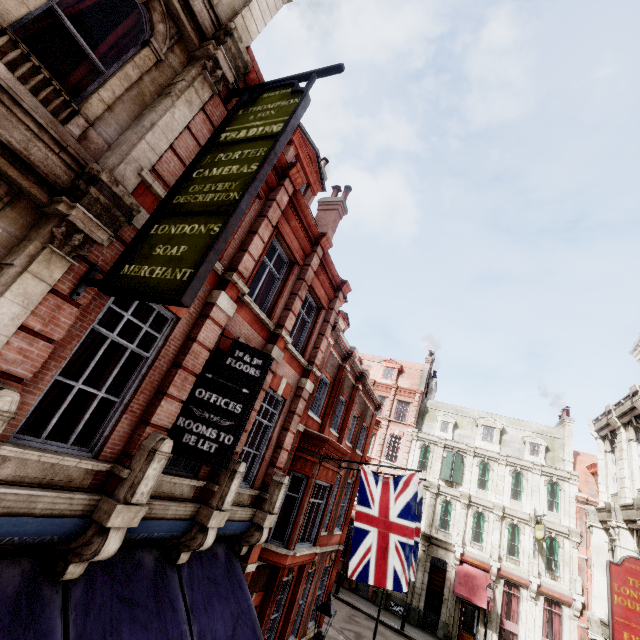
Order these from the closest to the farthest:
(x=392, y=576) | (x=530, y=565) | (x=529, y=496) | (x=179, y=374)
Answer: (x=179, y=374)
(x=392, y=576)
(x=530, y=565)
(x=529, y=496)

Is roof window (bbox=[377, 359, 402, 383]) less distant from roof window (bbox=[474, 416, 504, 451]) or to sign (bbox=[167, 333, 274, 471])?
roof window (bbox=[474, 416, 504, 451])

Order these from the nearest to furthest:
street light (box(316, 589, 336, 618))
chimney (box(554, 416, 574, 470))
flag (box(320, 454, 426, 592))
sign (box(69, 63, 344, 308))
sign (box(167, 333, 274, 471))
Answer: sign (box(69, 63, 344, 308))
sign (box(167, 333, 274, 471))
street light (box(316, 589, 336, 618))
flag (box(320, 454, 426, 592))
chimney (box(554, 416, 574, 470))

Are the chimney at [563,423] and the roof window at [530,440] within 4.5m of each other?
yes

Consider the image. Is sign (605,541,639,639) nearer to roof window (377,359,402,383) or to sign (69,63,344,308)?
→ sign (69,63,344,308)

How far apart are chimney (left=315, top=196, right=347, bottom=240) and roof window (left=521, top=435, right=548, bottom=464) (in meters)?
26.77

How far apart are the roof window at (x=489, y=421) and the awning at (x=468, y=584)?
9.10m

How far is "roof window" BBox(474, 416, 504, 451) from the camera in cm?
2958
